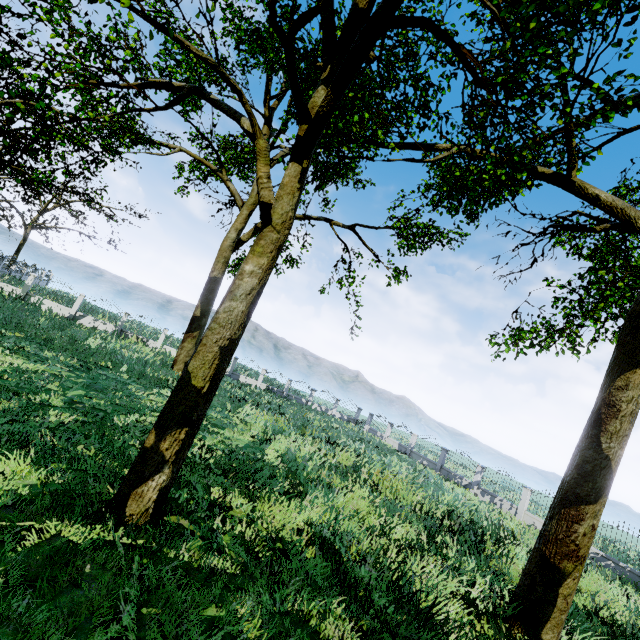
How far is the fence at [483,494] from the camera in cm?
1952

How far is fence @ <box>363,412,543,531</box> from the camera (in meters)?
19.52

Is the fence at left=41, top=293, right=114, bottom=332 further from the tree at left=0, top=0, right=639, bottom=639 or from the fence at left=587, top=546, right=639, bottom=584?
the fence at left=587, top=546, right=639, bottom=584

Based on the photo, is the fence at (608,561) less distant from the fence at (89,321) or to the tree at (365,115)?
the tree at (365,115)

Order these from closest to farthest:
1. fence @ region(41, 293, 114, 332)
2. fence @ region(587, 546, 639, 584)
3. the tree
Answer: the tree
fence @ region(587, 546, 639, 584)
fence @ region(41, 293, 114, 332)

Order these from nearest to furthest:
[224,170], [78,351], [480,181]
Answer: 1. [78,351]
2. [224,170]
3. [480,181]
